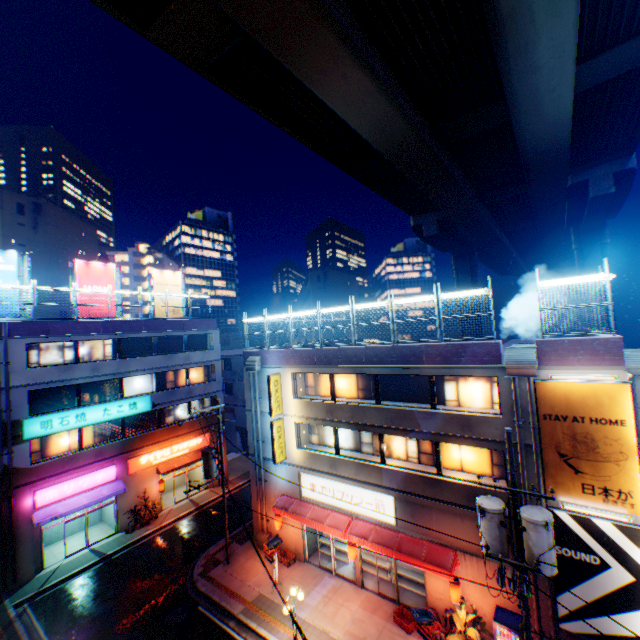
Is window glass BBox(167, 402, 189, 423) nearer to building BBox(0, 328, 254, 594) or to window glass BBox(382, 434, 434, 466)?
building BBox(0, 328, 254, 594)

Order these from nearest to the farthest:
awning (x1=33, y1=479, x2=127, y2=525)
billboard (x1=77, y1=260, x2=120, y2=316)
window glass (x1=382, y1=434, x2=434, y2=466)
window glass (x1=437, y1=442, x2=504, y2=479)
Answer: window glass (x1=437, y1=442, x2=504, y2=479) → window glass (x1=382, y1=434, x2=434, y2=466) → awning (x1=33, y1=479, x2=127, y2=525) → billboard (x1=77, y1=260, x2=120, y2=316)

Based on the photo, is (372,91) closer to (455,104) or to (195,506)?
(455,104)

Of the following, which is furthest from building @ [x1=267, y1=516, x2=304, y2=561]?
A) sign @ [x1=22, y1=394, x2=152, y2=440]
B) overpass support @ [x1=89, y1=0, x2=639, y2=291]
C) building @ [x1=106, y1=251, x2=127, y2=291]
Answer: building @ [x1=106, y1=251, x2=127, y2=291]

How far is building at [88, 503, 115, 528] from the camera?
24.38m

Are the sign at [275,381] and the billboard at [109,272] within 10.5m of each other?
no

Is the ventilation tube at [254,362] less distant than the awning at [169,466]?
Yes

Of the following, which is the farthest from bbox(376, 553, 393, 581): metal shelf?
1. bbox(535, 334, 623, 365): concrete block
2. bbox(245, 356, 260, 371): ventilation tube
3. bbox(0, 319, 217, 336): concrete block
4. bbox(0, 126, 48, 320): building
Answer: bbox(0, 126, 48, 320): building
